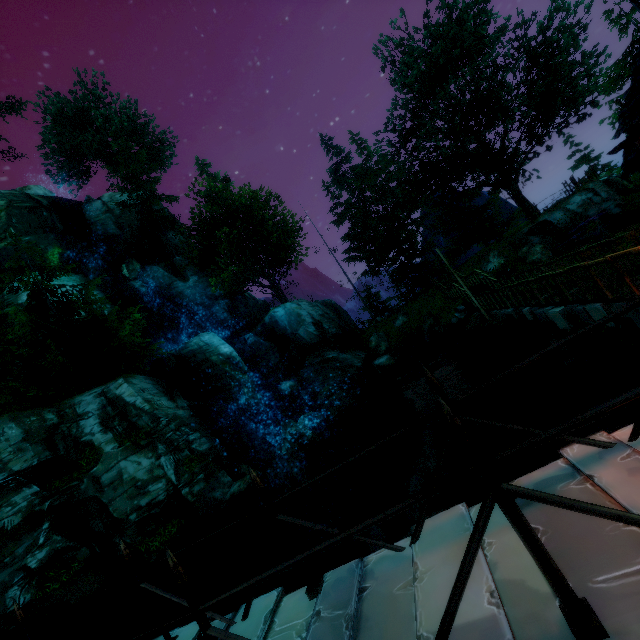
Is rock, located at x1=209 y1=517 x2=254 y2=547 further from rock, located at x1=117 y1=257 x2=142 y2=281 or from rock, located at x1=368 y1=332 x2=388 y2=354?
rock, located at x1=117 y1=257 x2=142 y2=281

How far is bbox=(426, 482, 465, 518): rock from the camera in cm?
1286

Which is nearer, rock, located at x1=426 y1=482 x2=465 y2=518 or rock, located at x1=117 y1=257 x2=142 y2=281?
rock, located at x1=426 y1=482 x2=465 y2=518

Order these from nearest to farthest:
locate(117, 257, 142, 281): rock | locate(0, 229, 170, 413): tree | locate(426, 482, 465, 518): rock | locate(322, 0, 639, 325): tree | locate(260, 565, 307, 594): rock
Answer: locate(260, 565, 307, 594): rock → locate(426, 482, 465, 518): rock → locate(0, 229, 170, 413): tree → locate(322, 0, 639, 325): tree → locate(117, 257, 142, 281): rock

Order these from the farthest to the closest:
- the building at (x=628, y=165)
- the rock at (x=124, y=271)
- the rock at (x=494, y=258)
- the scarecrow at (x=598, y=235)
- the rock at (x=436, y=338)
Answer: the rock at (x=124, y=271)
the rock at (x=494, y=258)
the rock at (x=436, y=338)
the scarecrow at (x=598, y=235)
the building at (x=628, y=165)

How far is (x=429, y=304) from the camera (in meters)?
27.67

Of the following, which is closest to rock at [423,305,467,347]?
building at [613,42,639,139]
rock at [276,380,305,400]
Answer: rock at [276,380,305,400]

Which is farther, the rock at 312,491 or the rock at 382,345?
the rock at 382,345
